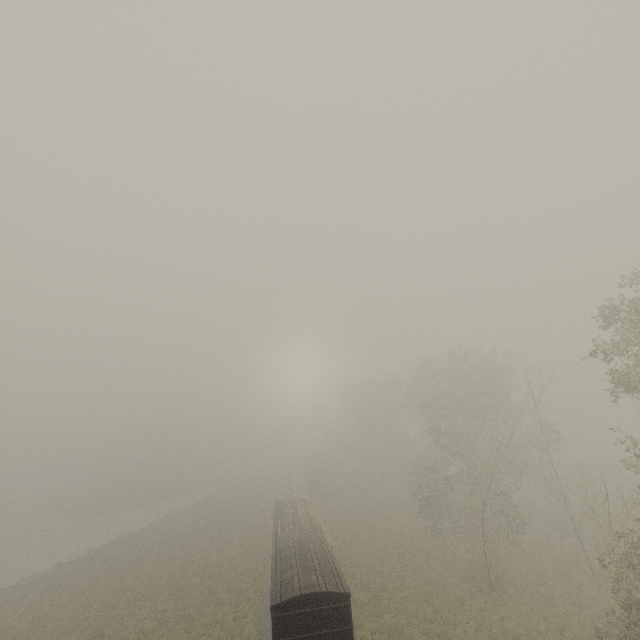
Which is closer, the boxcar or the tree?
the boxcar

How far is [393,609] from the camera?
21.7 meters

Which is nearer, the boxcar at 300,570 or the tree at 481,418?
the boxcar at 300,570
